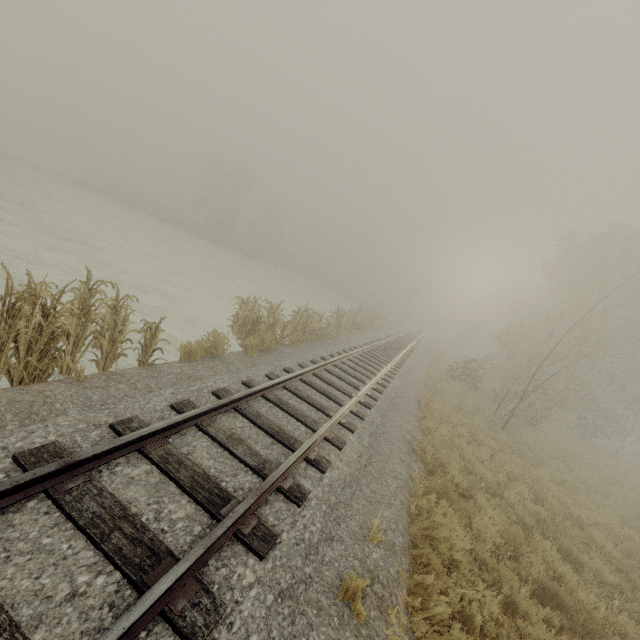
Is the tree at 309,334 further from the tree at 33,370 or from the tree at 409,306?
the tree at 409,306

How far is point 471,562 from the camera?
5.7m

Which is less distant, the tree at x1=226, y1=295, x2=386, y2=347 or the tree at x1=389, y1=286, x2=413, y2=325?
the tree at x1=226, y1=295, x2=386, y2=347

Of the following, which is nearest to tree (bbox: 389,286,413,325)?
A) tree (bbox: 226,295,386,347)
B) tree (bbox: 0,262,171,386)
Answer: tree (bbox: 226,295,386,347)

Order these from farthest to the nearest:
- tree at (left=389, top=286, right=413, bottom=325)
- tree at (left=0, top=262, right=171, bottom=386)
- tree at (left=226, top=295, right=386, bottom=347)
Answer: tree at (left=389, top=286, right=413, bottom=325)
tree at (left=226, top=295, right=386, bottom=347)
tree at (left=0, top=262, right=171, bottom=386)

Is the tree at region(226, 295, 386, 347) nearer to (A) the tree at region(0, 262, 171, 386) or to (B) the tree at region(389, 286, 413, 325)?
(A) the tree at region(0, 262, 171, 386)
